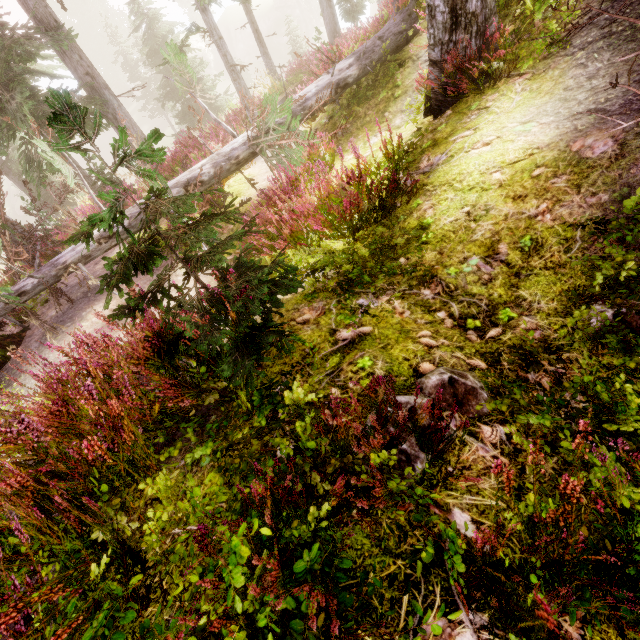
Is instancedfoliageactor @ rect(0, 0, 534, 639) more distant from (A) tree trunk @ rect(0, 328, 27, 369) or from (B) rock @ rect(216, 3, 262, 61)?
(A) tree trunk @ rect(0, 328, 27, 369)

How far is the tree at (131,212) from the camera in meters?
6.2

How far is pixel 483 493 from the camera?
1.6 meters

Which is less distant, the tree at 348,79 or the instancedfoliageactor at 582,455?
the instancedfoliageactor at 582,455

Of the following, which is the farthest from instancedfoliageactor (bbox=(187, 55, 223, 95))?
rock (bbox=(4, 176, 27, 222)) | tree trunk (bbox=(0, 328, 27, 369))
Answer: tree trunk (bbox=(0, 328, 27, 369))

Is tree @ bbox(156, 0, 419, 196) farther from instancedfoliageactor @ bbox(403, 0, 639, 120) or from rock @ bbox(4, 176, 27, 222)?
rock @ bbox(4, 176, 27, 222)

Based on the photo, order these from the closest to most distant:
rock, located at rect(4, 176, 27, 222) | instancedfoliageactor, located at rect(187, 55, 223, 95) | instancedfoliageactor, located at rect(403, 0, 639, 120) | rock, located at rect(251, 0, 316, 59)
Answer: instancedfoliageactor, located at rect(403, 0, 639, 120)
instancedfoliageactor, located at rect(187, 55, 223, 95)
rock, located at rect(4, 176, 27, 222)
rock, located at rect(251, 0, 316, 59)
